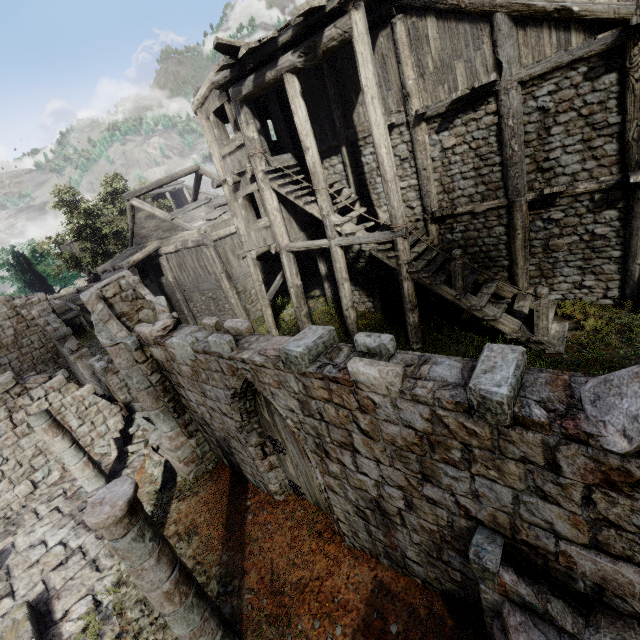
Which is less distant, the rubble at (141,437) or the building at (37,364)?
the building at (37,364)

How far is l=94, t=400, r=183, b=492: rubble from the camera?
9.6m

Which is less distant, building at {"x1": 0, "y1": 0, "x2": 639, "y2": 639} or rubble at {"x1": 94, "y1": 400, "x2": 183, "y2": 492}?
building at {"x1": 0, "y1": 0, "x2": 639, "y2": 639}

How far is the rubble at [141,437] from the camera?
9.6m

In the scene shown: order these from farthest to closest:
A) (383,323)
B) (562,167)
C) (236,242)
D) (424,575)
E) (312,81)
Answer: (236,242) → (383,323) → (312,81) → (562,167) → (424,575)
